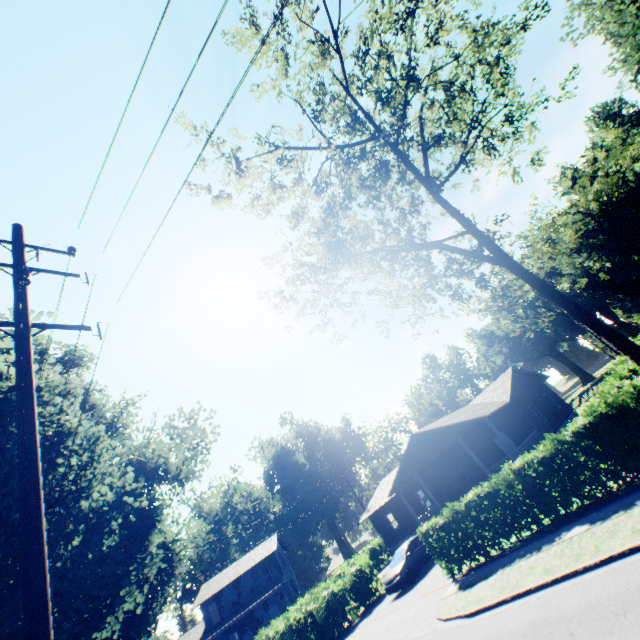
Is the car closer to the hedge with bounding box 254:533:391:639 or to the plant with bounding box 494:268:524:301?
the hedge with bounding box 254:533:391:639

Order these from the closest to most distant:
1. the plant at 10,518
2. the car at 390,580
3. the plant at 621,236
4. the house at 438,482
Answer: the plant at 10,518 → the car at 390,580 → the house at 438,482 → the plant at 621,236

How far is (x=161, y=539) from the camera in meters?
22.0 m

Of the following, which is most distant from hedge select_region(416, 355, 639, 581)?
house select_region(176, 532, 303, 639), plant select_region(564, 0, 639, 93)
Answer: house select_region(176, 532, 303, 639)

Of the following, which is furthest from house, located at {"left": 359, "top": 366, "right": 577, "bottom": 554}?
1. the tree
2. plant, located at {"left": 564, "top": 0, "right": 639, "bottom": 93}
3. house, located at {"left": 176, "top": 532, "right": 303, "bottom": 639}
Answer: plant, located at {"left": 564, "top": 0, "right": 639, "bottom": 93}

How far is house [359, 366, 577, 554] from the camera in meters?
23.0

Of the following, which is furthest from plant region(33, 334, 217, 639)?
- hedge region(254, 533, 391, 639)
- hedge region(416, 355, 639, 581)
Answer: hedge region(416, 355, 639, 581)

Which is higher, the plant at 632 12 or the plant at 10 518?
the plant at 632 12
